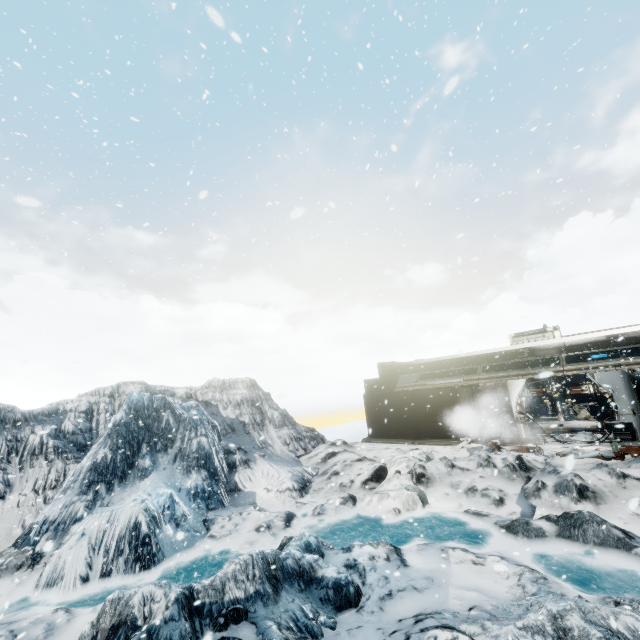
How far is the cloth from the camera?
18.0 meters

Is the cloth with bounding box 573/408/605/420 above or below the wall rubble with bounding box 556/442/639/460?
above

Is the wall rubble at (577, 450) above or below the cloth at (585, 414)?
below

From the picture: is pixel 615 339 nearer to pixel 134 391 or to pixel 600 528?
pixel 600 528

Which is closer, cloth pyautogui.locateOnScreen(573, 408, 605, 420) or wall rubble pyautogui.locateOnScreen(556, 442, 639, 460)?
wall rubble pyautogui.locateOnScreen(556, 442, 639, 460)

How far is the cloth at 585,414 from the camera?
18.0 meters
